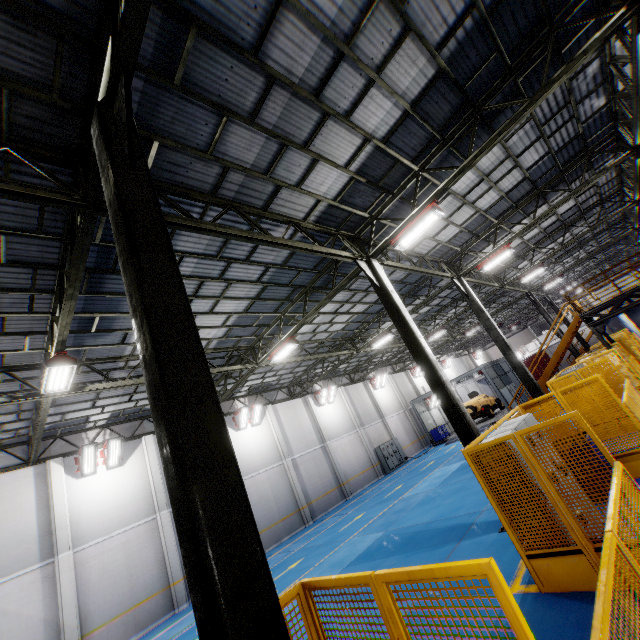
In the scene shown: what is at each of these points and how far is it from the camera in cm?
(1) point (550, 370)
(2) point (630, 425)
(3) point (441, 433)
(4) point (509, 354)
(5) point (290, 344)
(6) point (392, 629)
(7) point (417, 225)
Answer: (1) metal stair, 1923
(2) metal panel, 722
(3) toolbox, 2969
(4) metal pole, 1430
(5) light, 1323
(6) metal panel, 232
(7) light, 913

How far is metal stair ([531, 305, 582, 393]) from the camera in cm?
1850

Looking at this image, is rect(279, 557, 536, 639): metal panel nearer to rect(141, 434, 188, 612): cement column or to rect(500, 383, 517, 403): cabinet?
rect(500, 383, 517, 403): cabinet

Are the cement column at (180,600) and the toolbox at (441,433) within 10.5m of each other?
no

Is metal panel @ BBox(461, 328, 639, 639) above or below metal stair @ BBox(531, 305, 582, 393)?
below

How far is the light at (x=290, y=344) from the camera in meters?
13.3 m

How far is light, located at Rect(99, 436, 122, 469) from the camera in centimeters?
1547cm

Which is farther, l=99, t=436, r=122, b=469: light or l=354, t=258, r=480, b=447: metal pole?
l=99, t=436, r=122, b=469: light
